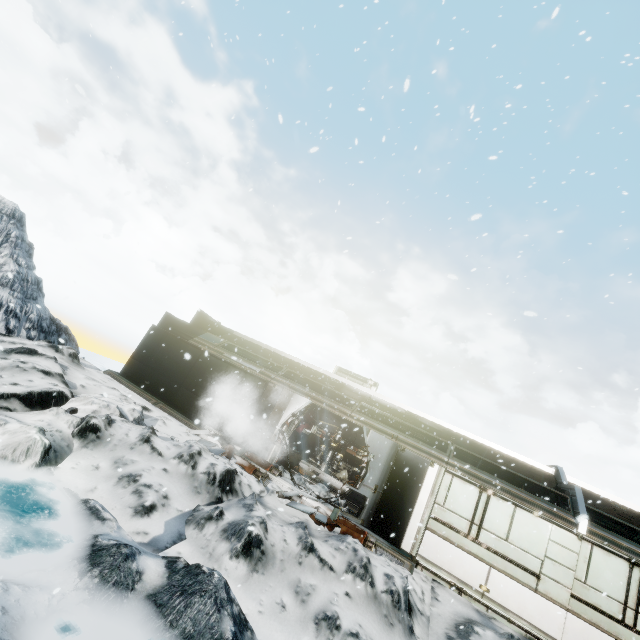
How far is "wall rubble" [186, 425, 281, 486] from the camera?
10.1 meters

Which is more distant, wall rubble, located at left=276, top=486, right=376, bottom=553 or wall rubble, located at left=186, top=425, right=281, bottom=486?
wall rubble, located at left=186, top=425, right=281, bottom=486

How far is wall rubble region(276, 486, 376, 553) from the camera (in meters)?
8.59

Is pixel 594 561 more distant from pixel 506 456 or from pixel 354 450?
pixel 354 450

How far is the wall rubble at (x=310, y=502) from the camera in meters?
8.6

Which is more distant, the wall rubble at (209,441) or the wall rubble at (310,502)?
the wall rubble at (209,441)
